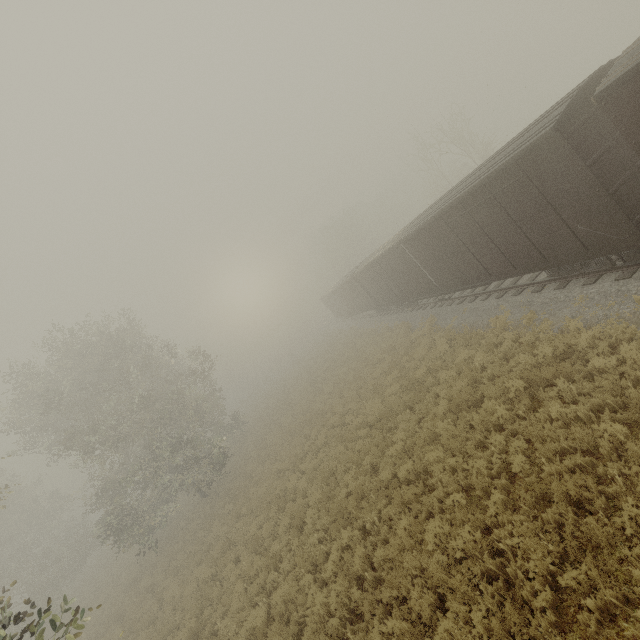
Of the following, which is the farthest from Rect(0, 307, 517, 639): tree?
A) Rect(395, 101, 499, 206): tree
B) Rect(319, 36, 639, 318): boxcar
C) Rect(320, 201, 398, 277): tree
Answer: Rect(320, 201, 398, 277): tree

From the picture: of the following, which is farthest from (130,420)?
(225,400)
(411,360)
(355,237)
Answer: (355,237)

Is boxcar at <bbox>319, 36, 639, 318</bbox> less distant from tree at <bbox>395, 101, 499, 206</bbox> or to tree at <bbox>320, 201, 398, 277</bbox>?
tree at <bbox>395, 101, 499, 206</bbox>

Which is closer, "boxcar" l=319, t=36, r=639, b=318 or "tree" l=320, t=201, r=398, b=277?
"boxcar" l=319, t=36, r=639, b=318

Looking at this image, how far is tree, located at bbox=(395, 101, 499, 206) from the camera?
26.7 meters

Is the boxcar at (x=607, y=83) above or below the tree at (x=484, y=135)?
below

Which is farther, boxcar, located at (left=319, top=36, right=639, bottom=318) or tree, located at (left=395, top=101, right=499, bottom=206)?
tree, located at (left=395, top=101, right=499, bottom=206)

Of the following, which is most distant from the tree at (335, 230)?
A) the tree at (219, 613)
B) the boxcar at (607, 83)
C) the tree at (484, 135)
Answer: the tree at (219, 613)
